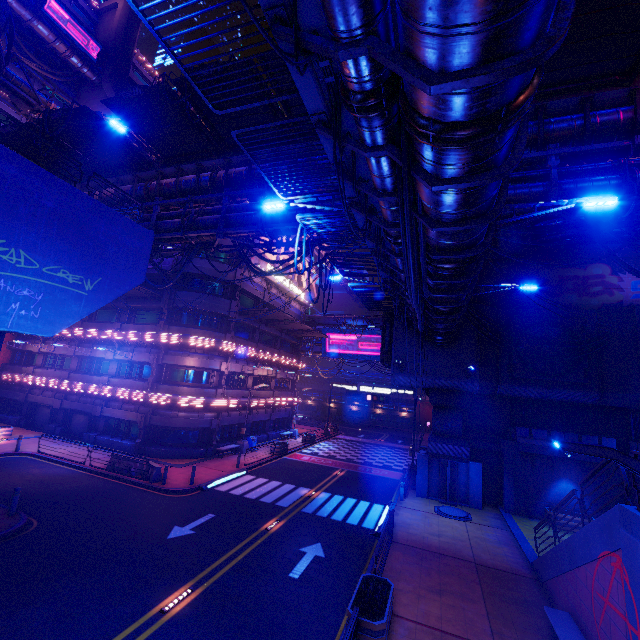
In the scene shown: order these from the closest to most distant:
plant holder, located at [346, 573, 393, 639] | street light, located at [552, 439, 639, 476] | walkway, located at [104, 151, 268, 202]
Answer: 1. street light, located at [552, 439, 639, 476]
2. plant holder, located at [346, 573, 393, 639]
3. walkway, located at [104, 151, 268, 202]

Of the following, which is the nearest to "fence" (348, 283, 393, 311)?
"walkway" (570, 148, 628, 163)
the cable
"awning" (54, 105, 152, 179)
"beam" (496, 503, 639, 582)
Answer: the cable

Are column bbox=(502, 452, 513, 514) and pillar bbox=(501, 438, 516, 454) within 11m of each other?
yes

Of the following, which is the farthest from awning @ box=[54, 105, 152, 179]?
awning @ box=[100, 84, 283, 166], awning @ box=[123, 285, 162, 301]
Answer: awning @ box=[123, 285, 162, 301]

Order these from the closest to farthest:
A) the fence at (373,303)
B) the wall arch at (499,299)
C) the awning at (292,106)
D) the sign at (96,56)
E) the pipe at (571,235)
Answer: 1. the awning at (292,106)
2. the fence at (373,303)
3. the pipe at (571,235)
4. the wall arch at (499,299)
5. the sign at (96,56)

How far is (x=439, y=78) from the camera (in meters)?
3.75

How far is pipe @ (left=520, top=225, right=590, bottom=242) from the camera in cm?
2294

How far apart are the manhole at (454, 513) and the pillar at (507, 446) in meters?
4.3
